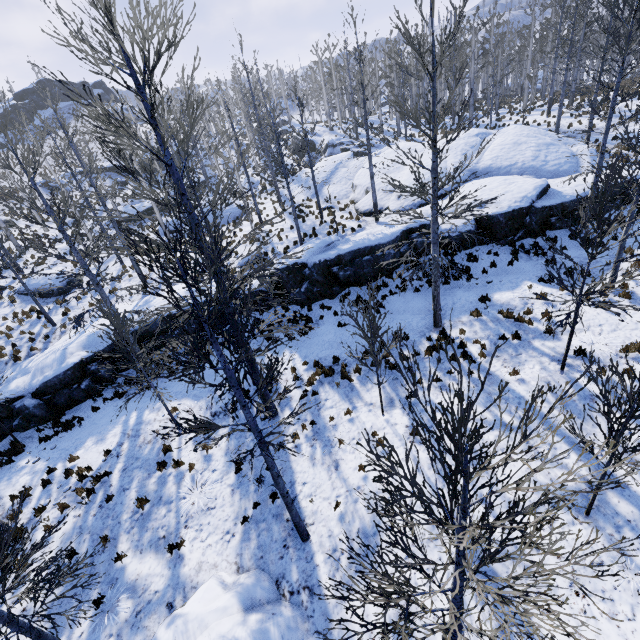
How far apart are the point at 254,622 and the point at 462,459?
6.6m

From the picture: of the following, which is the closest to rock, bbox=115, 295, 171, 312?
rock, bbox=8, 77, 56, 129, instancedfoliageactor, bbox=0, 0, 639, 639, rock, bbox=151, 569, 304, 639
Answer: instancedfoliageactor, bbox=0, 0, 639, 639

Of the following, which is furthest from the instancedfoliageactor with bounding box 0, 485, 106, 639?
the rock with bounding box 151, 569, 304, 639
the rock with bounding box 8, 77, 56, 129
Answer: the rock with bounding box 8, 77, 56, 129

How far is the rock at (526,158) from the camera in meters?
14.5 m

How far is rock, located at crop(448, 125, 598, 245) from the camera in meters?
14.5 m

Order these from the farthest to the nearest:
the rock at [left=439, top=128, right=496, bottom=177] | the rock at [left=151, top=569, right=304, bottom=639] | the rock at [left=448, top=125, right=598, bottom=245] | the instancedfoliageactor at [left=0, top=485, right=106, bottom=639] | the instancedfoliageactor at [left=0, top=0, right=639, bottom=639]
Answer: the rock at [left=439, top=128, right=496, bottom=177] → the rock at [left=448, top=125, right=598, bottom=245] → the rock at [left=151, top=569, right=304, bottom=639] → the instancedfoliageactor at [left=0, top=485, right=106, bottom=639] → the instancedfoliageactor at [left=0, top=0, right=639, bottom=639]
